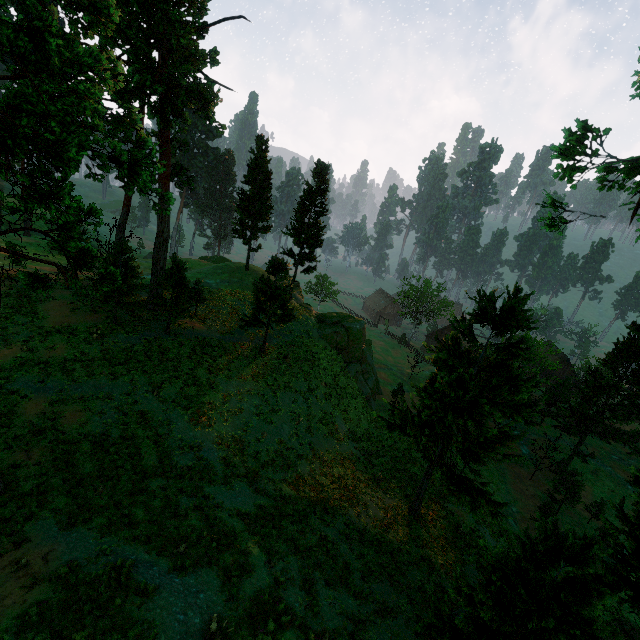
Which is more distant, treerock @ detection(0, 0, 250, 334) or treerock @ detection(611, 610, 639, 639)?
treerock @ detection(611, 610, 639, 639)

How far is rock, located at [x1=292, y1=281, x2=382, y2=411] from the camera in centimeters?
3550cm

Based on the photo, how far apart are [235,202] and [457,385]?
33.22m

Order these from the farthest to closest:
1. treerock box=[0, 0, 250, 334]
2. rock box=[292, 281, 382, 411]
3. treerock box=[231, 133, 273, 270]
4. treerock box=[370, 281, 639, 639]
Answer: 1. treerock box=[231, 133, 273, 270]
2. rock box=[292, 281, 382, 411]
3. treerock box=[370, 281, 639, 639]
4. treerock box=[0, 0, 250, 334]

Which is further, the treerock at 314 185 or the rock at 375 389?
the rock at 375 389

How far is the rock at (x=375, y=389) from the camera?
35.5m
